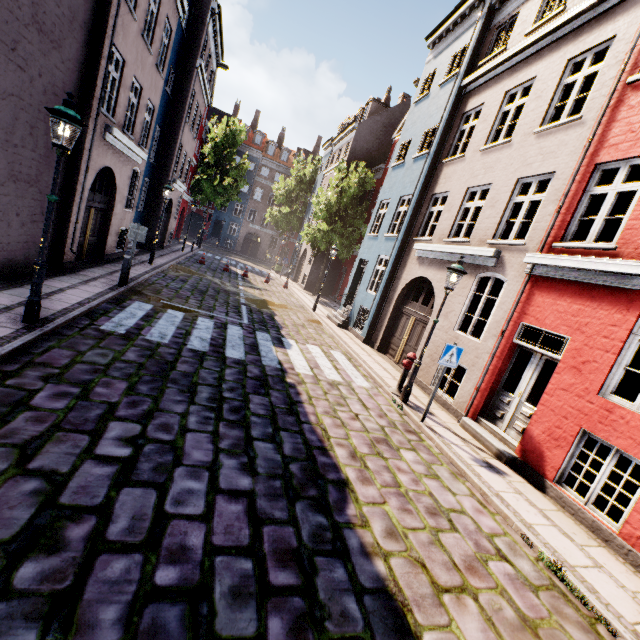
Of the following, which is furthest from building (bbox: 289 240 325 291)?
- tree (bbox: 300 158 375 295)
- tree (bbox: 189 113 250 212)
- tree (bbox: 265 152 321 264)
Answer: tree (bbox: 189 113 250 212)

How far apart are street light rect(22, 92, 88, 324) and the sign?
→ 7.7 meters

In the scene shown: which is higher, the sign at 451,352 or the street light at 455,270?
the street light at 455,270

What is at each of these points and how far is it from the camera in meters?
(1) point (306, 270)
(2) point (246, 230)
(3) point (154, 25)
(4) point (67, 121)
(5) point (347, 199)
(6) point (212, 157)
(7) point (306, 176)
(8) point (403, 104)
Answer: (1) building, 27.8 m
(2) building, 45.8 m
(3) building, 11.3 m
(4) street light, 5.0 m
(5) tree, 22.6 m
(6) tree, 33.7 m
(7) tree, 34.0 m
(8) building, 25.1 m

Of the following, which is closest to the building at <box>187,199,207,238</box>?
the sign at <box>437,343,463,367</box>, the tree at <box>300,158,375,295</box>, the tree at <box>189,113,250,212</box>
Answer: the tree at <box>189,113,250,212</box>

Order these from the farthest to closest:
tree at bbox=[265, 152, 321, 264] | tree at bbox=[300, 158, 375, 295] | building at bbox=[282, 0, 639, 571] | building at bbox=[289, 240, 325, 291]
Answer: tree at bbox=[265, 152, 321, 264]
building at bbox=[289, 240, 325, 291]
tree at bbox=[300, 158, 375, 295]
building at bbox=[282, 0, 639, 571]

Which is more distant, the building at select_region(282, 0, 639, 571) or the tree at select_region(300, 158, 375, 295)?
the tree at select_region(300, 158, 375, 295)

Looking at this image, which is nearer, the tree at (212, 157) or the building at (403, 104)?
the building at (403, 104)
